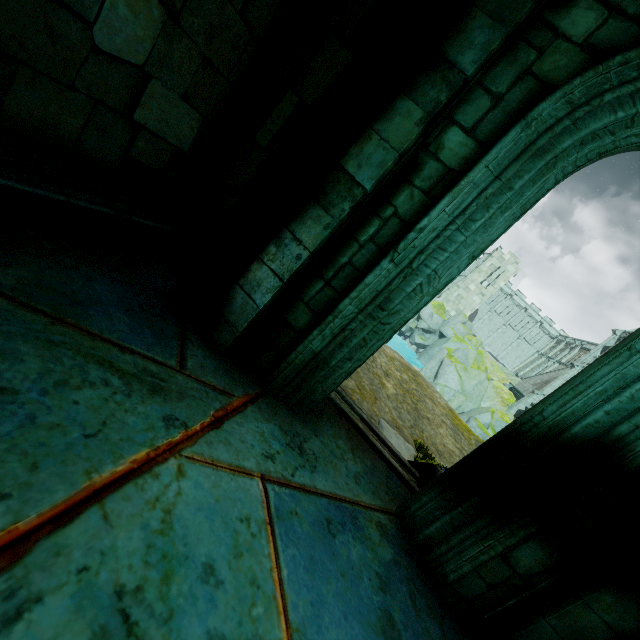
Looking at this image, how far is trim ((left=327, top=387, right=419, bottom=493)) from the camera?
3.80m

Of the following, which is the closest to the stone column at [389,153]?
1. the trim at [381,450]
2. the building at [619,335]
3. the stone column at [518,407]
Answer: the trim at [381,450]

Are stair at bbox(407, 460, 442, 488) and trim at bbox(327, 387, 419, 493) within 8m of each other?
yes

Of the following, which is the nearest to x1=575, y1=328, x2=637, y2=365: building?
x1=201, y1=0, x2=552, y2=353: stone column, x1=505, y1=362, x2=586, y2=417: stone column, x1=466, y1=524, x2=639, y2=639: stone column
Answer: x1=505, y1=362, x2=586, y2=417: stone column

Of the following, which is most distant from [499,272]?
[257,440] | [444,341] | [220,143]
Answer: [257,440]

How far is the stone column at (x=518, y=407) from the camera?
32.06m

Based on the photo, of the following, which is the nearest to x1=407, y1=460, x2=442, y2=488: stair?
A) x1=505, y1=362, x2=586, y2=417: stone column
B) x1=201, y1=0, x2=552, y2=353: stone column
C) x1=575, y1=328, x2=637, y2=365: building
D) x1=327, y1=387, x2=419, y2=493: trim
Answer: x1=327, y1=387, x2=419, y2=493: trim

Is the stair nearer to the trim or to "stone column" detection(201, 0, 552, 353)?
the trim
